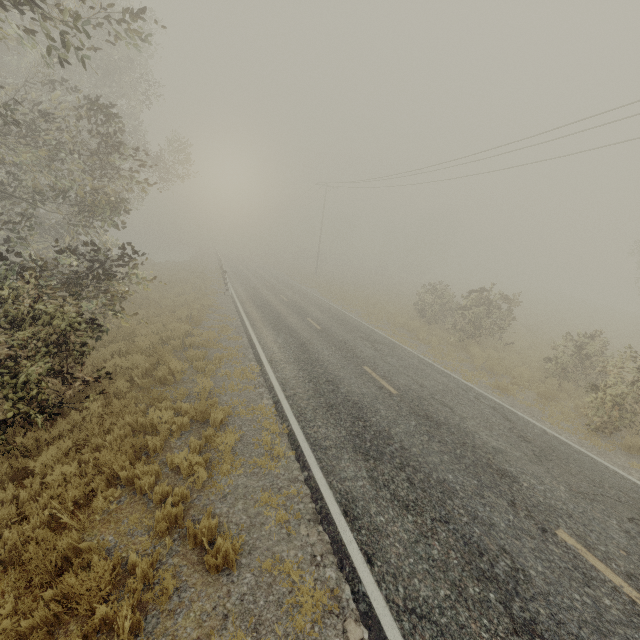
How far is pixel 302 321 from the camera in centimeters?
1812cm
